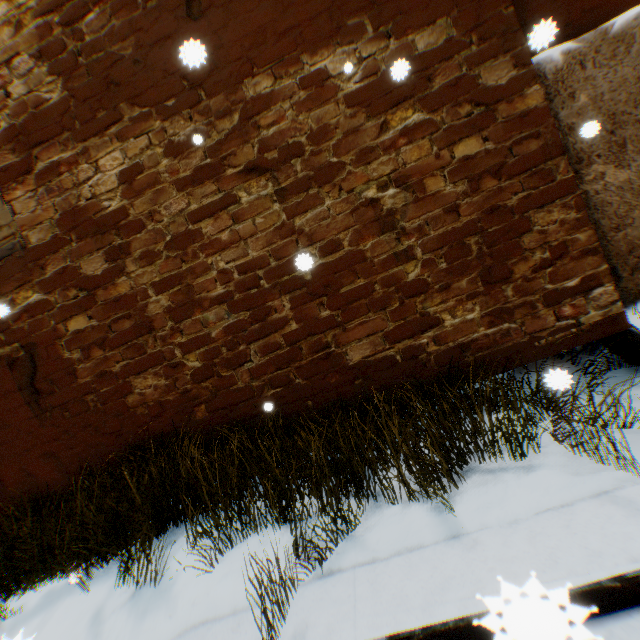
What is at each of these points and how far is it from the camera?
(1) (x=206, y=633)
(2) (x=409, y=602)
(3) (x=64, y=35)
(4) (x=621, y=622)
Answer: (1) concrete channel, 2.31m
(2) concrete channel, 1.94m
(3) building, 3.68m
(4) concrete channel, 1.62m

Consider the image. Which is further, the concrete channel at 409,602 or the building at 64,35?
the building at 64,35

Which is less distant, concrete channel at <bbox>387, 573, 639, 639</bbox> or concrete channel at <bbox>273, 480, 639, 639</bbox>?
concrete channel at <bbox>387, 573, 639, 639</bbox>

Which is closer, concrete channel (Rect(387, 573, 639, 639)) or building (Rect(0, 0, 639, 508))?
concrete channel (Rect(387, 573, 639, 639))

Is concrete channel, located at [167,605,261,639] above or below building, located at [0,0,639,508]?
below

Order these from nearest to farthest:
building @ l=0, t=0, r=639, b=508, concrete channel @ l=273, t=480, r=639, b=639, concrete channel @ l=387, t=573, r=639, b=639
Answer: concrete channel @ l=387, t=573, r=639, b=639 → concrete channel @ l=273, t=480, r=639, b=639 → building @ l=0, t=0, r=639, b=508

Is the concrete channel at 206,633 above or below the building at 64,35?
below
